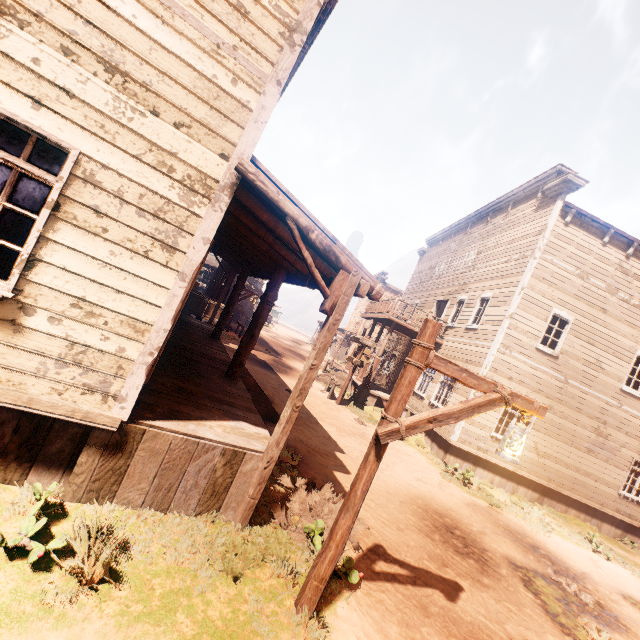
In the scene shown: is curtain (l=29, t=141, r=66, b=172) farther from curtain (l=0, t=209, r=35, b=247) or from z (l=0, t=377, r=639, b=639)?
z (l=0, t=377, r=639, b=639)

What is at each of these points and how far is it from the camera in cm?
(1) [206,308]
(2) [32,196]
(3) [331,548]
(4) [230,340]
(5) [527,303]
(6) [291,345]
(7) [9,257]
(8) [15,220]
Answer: (1) wooden box, 1541
(2) curtain, 304
(3) light pole, 336
(4) z, 1820
(5) building, 1245
(6) z, 3189
(7) curtain, 304
(8) curtain, 302

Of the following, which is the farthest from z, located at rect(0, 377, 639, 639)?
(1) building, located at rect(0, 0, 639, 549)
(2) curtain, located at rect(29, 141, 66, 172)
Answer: (2) curtain, located at rect(29, 141, 66, 172)

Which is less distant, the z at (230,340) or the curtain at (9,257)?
the curtain at (9,257)

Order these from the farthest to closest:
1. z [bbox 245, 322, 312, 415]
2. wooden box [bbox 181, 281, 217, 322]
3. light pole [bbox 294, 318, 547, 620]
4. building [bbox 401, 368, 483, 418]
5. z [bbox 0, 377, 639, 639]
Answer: wooden box [bbox 181, 281, 217, 322]
building [bbox 401, 368, 483, 418]
z [bbox 245, 322, 312, 415]
light pole [bbox 294, 318, 547, 620]
z [bbox 0, 377, 639, 639]

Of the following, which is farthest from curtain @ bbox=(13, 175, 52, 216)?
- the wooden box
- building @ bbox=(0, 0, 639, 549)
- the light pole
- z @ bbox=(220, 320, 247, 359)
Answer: the wooden box

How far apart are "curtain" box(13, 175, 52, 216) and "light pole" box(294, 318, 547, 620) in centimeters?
383cm

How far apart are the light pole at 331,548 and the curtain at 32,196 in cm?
383
